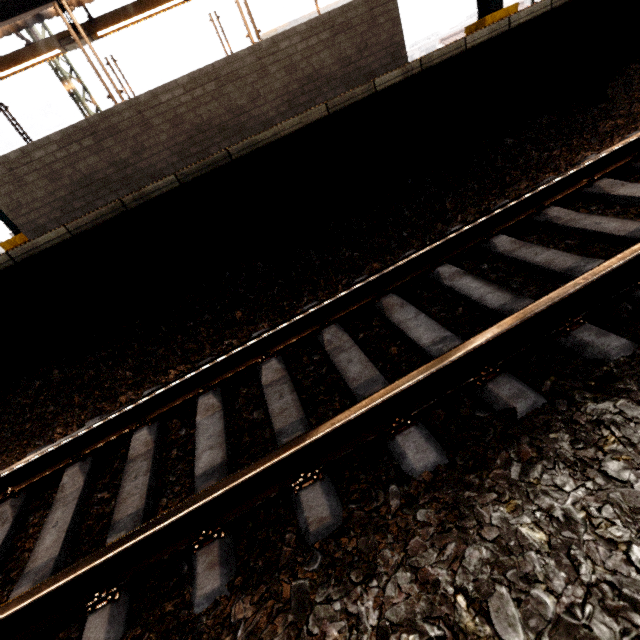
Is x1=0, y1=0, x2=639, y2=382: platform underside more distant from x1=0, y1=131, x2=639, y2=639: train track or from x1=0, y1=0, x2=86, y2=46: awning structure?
x1=0, y1=0, x2=86, y2=46: awning structure

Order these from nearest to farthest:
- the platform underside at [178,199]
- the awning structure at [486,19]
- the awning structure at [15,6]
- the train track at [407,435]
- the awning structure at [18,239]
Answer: the train track at [407,435], the platform underside at [178,199], the awning structure at [18,239], the awning structure at [486,19], the awning structure at [15,6]

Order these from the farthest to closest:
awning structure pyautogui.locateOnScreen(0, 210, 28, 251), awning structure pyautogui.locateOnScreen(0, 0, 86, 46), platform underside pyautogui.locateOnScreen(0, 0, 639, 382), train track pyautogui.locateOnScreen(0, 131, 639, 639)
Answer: awning structure pyautogui.locateOnScreen(0, 0, 86, 46) < awning structure pyautogui.locateOnScreen(0, 210, 28, 251) < platform underside pyautogui.locateOnScreen(0, 0, 639, 382) < train track pyautogui.locateOnScreen(0, 131, 639, 639)

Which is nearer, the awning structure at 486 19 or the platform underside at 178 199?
the platform underside at 178 199

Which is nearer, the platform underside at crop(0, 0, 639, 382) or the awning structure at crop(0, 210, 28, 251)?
the platform underside at crop(0, 0, 639, 382)

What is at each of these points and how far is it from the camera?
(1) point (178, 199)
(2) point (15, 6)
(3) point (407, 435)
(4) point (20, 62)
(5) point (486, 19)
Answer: (1) platform underside, 3.0m
(2) awning structure, 7.3m
(3) train track, 1.5m
(4) awning structure, 6.5m
(5) awning structure, 6.2m

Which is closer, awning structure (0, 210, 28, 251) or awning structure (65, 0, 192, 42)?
awning structure (0, 210, 28, 251)
